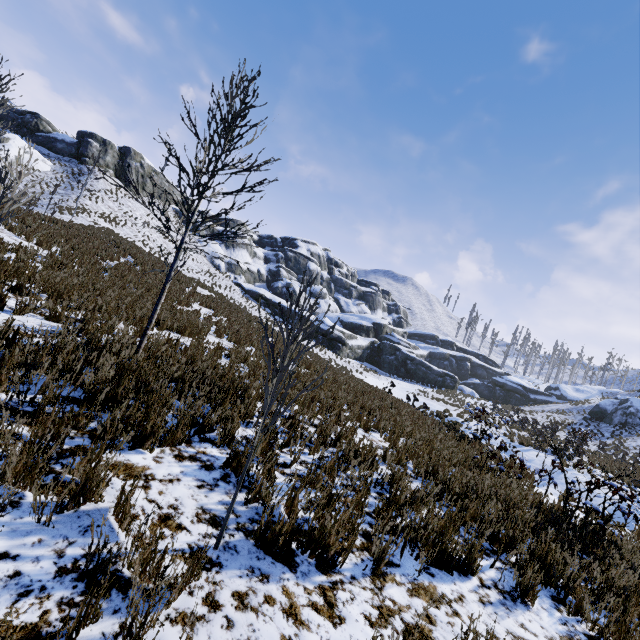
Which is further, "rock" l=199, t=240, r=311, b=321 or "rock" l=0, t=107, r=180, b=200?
"rock" l=199, t=240, r=311, b=321

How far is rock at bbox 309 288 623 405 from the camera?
43.4 meters

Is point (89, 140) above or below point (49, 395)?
above

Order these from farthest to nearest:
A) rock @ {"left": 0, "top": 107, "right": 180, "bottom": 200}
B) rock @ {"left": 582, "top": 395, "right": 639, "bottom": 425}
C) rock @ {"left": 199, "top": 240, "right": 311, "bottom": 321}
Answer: rock @ {"left": 199, "top": 240, "right": 311, "bottom": 321} → rock @ {"left": 0, "top": 107, "right": 180, "bottom": 200} → rock @ {"left": 582, "top": 395, "right": 639, "bottom": 425}

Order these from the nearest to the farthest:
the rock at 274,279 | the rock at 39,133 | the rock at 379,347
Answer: the rock at 39,133 → the rock at 379,347 → the rock at 274,279

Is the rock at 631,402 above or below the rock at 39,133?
below
